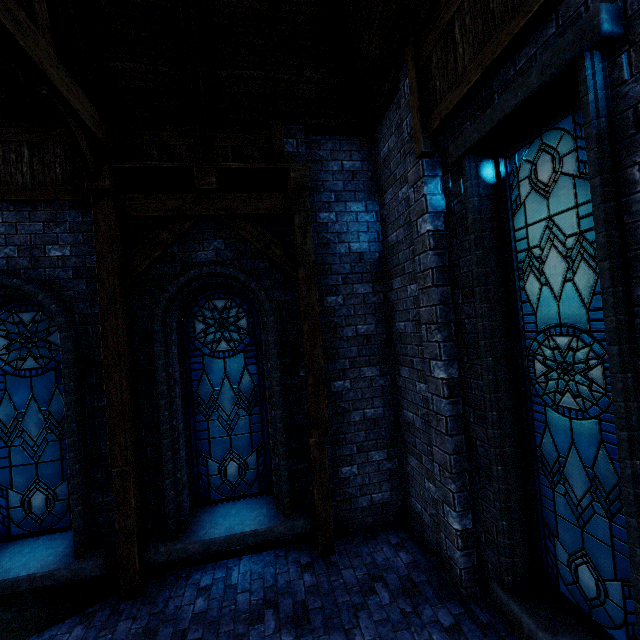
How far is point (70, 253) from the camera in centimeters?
494cm

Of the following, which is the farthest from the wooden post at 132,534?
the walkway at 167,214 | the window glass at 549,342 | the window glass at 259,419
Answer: the window glass at 549,342

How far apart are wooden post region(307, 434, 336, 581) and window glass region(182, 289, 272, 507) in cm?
76

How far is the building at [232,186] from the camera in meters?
5.4 m

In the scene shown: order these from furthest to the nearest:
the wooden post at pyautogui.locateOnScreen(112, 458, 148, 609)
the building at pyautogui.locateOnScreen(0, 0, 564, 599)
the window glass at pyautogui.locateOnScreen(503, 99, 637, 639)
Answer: the wooden post at pyautogui.locateOnScreen(112, 458, 148, 609) < the building at pyautogui.locateOnScreen(0, 0, 564, 599) < the window glass at pyautogui.locateOnScreen(503, 99, 637, 639)

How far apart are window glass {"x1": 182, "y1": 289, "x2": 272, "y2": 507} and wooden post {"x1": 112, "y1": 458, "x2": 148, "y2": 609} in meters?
0.7 m

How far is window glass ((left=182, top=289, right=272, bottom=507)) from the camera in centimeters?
557cm

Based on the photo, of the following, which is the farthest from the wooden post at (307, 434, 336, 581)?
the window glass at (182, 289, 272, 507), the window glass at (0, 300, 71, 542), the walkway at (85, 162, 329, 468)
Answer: the window glass at (0, 300, 71, 542)
